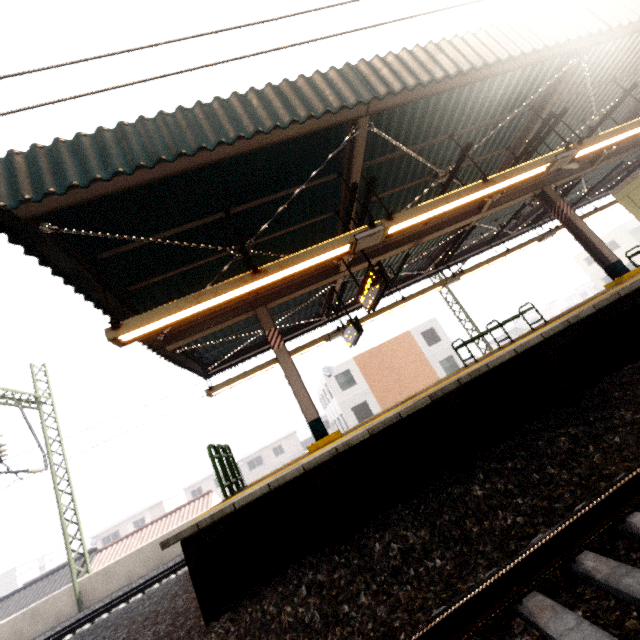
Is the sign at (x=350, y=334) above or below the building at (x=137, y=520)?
above

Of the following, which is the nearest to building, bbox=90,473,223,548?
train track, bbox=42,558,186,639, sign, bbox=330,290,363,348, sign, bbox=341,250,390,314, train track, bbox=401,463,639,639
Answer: train track, bbox=42,558,186,639

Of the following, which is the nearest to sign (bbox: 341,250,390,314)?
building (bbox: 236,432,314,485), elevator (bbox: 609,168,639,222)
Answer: elevator (bbox: 609,168,639,222)

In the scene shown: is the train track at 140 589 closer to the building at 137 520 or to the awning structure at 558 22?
the awning structure at 558 22

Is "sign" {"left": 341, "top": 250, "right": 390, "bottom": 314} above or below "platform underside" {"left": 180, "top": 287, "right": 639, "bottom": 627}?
above

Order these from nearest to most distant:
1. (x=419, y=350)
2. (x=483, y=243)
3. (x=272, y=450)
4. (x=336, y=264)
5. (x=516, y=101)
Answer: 1. (x=516, y=101)
2. (x=336, y=264)
3. (x=483, y=243)
4. (x=419, y=350)
5. (x=272, y=450)

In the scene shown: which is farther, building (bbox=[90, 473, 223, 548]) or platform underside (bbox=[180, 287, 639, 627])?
building (bbox=[90, 473, 223, 548])

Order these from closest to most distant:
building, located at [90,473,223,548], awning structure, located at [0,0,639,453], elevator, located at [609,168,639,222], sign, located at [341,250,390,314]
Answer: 1. awning structure, located at [0,0,639,453]
2. sign, located at [341,250,390,314]
3. elevator, located at [609,168,639,222]
4. building, located at [90,473,223,548]
